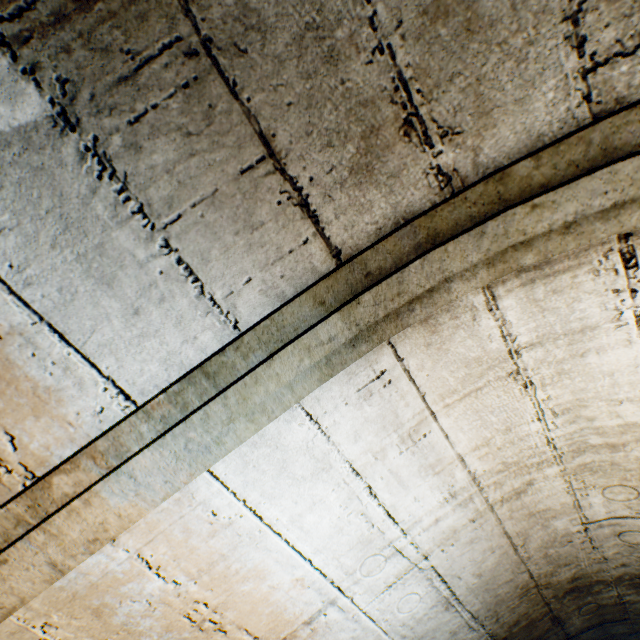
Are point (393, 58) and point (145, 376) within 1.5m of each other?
yes
